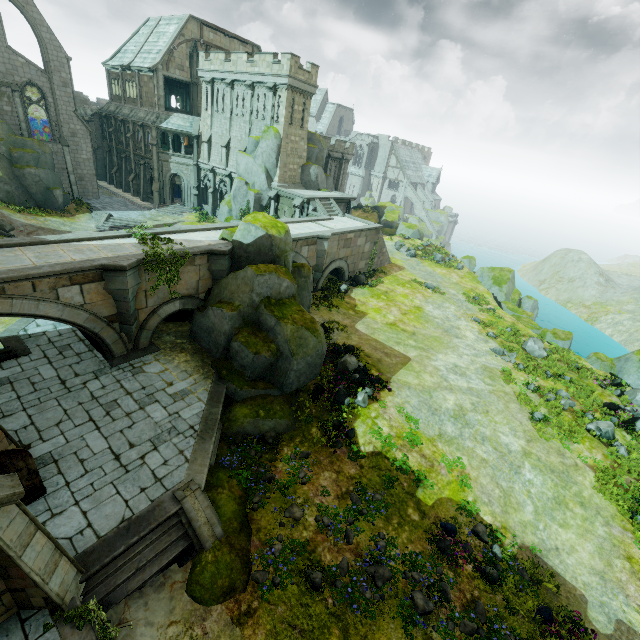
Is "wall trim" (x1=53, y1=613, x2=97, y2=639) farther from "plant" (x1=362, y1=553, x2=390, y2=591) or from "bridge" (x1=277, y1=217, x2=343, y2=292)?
"bridge" (x1=277, y1=217, x2=343, y2=292)

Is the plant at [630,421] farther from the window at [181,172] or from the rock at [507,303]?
the window at [181,172]

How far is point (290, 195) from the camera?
31.3 meters

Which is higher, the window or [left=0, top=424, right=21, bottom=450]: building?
the window

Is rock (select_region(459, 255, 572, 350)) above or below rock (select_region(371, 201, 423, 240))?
below

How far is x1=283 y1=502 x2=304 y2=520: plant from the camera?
11.5 meters

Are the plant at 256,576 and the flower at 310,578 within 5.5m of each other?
yes

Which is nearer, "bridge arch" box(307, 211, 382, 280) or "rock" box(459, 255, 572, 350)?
"rock" box(459, 255, 572, 350)
